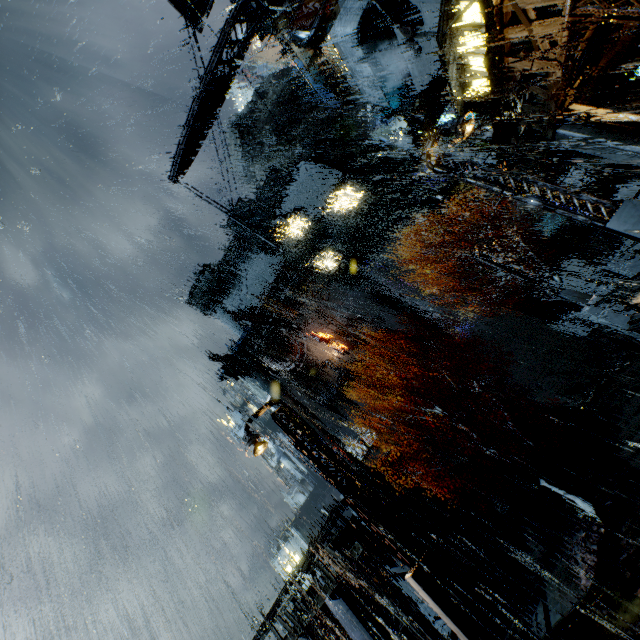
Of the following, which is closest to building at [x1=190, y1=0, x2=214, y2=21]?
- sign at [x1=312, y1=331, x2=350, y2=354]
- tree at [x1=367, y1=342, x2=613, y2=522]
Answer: sign at [x1=312, y1=331, x2=350, y2=354]

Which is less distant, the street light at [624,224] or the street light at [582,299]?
the street light at [624,224]

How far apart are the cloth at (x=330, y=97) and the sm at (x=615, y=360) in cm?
2531

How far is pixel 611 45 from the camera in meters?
12.0 m

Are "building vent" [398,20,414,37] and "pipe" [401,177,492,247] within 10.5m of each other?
no

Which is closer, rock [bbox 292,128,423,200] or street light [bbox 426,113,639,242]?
street light [bbox 426,113,639,242]

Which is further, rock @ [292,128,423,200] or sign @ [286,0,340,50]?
rock @ [292,128,423,200]

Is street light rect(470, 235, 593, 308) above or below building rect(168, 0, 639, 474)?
below
